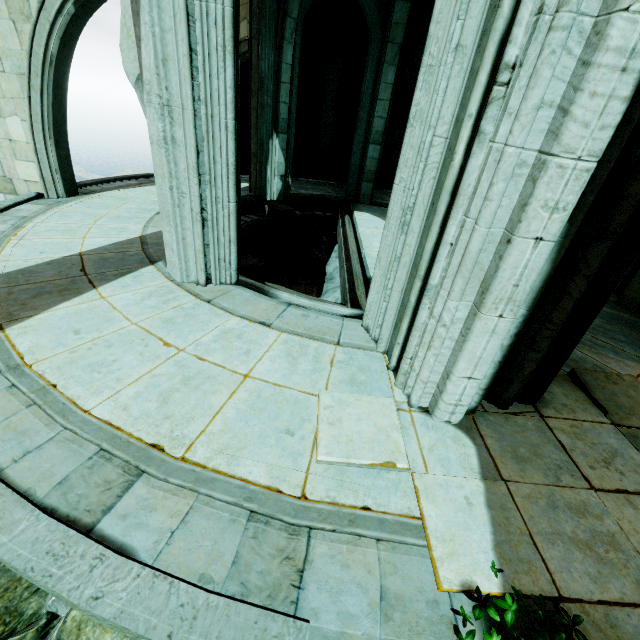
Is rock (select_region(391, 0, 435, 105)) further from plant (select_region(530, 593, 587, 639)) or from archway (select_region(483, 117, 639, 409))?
plant (select_region(530, 593, 587, 639))

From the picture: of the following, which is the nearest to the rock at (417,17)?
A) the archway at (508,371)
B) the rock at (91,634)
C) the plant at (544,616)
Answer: the rock at (91,634)

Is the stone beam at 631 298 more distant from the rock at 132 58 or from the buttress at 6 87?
the buttress at 6 87

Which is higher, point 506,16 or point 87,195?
point 506,16

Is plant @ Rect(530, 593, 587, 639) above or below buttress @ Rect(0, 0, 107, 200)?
below

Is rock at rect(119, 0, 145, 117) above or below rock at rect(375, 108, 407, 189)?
above

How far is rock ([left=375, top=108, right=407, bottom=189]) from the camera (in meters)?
13.30
